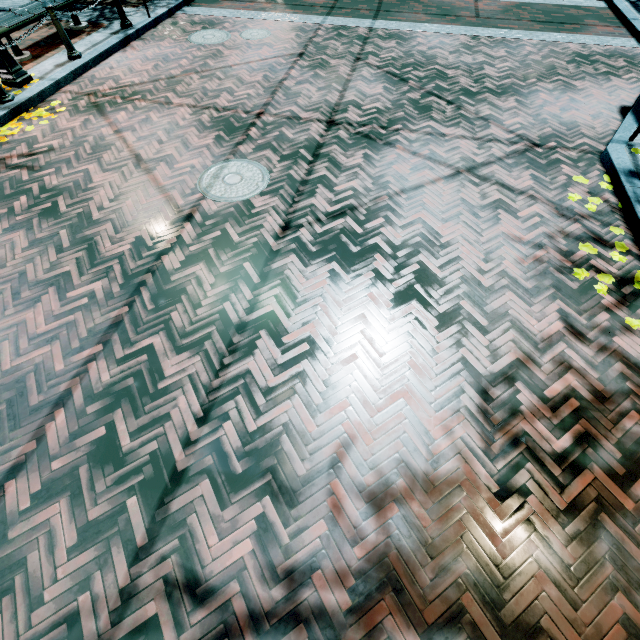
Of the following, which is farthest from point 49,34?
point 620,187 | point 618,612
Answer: point 618,612

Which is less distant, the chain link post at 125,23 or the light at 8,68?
the light at 8,68

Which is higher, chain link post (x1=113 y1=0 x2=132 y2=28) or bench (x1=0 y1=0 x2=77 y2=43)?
bench (x1=0 y1=0 x2=77 y2=43)

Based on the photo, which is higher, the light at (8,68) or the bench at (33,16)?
the bench at (33,16)

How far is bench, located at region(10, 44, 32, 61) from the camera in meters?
6.7

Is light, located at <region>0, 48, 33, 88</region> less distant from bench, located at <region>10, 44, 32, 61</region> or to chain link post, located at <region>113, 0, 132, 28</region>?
bench, located at <region>10, 44, 32, 61</region>

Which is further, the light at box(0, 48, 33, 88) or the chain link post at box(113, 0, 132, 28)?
the chain link post at box(113, 0, 132, 28)

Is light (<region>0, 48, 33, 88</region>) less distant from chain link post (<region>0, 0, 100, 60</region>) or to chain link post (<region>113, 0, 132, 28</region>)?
chain link post (<region>0, 0, 100, 60</region>)
